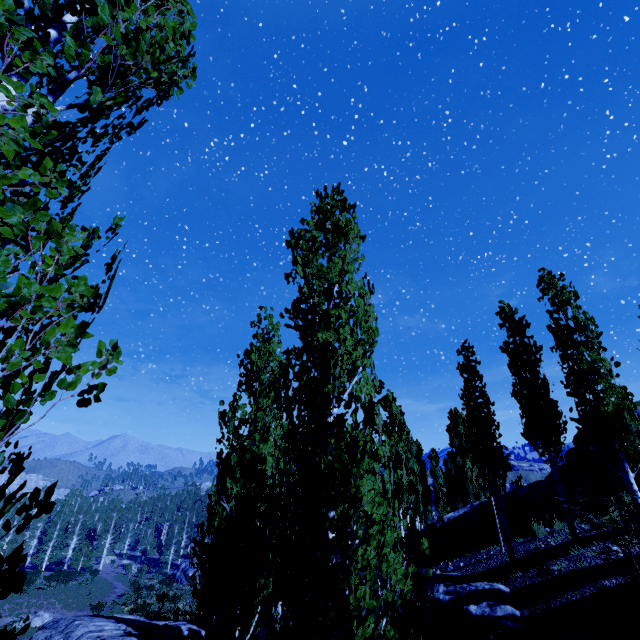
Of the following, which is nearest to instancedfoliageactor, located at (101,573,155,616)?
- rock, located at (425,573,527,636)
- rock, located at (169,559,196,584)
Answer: rock, located at (425,573,527,636)

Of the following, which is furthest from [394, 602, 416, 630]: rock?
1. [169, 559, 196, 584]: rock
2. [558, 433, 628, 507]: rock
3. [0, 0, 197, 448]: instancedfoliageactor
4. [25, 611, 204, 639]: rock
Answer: [169, 559, 196, 584]: rock

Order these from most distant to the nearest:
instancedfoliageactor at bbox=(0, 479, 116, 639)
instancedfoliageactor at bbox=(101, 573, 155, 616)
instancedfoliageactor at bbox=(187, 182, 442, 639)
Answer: instancedfoliageactor at bbox=(101, 573, 155, 616) → instancedfoliageactor at bbox=(187, 182, 442, 639) → instancedfoliageactor at bbox=(0, 479, 116, 639)

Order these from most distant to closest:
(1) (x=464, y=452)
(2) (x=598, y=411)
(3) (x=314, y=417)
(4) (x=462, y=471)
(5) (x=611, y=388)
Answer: (1) (x=464, y=452) < (4) (x=462, y=471) < (5) (x=611, y=388) < (2) (x=598, y=411) < (3) (x=314, y=417)

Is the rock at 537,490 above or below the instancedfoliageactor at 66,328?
below

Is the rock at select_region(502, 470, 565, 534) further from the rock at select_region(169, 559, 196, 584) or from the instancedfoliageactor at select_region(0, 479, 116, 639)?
the rock at select_region(169, 559, 196, 584)

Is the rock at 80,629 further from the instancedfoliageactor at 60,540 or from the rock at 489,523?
the rock at 489,523
